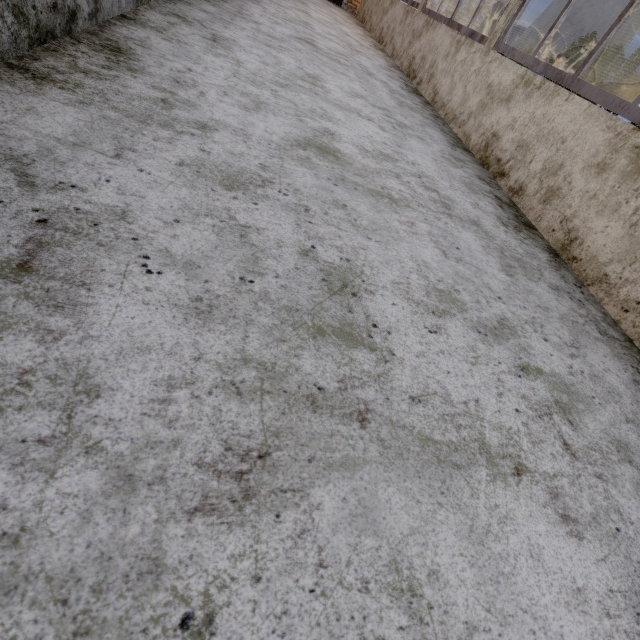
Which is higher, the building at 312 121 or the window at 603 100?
the window at 603 100

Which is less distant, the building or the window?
the building

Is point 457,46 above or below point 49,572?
above

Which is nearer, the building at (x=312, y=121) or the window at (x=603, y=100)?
the building at (x=312, y=121)

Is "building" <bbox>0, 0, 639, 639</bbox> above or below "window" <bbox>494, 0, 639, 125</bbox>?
below
